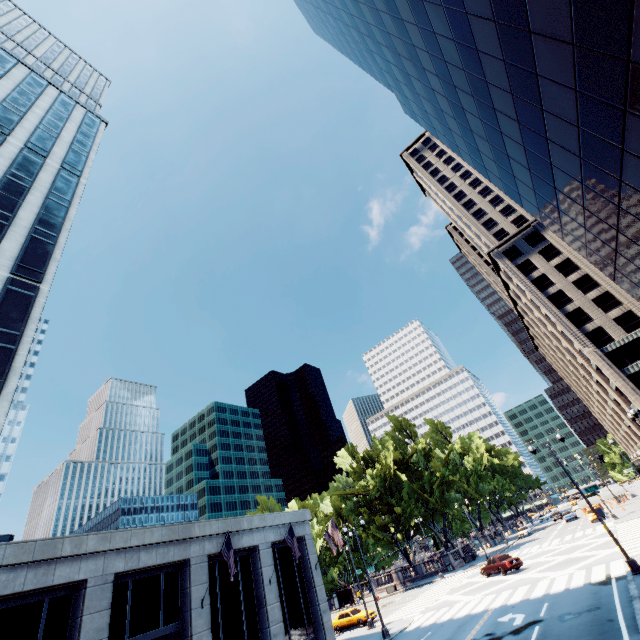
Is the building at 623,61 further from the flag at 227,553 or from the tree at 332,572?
the tree at 332,572

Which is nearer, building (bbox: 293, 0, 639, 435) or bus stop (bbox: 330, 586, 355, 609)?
building (bbox: 293, 0, 639, 435)

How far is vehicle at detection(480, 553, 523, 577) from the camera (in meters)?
29.50

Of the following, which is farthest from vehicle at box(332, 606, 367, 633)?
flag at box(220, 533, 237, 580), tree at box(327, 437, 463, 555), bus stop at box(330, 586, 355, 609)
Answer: bus stop at box(330, 586, 355, 609)

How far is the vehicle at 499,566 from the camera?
29.5m

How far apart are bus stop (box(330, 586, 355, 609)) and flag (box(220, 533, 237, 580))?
40.9m

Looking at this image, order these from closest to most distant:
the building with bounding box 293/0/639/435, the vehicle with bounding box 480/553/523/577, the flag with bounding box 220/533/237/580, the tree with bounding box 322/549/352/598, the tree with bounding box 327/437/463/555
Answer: the building with bounding box 293/0/639/435, the flag with bounding box 220/533/237/580, the vehicle with bounding box 480/553/523/577, the tree with bounding box 327/437/463/555, the tree with bounding box 322/549/352/598

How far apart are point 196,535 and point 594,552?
31.1 meters
